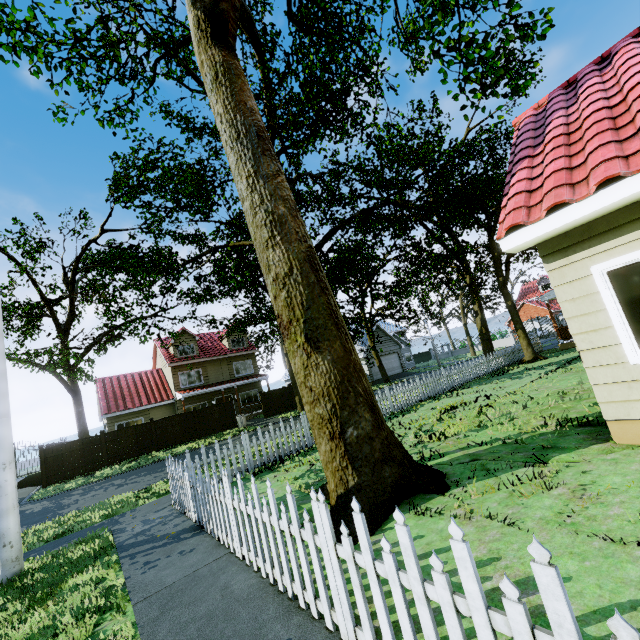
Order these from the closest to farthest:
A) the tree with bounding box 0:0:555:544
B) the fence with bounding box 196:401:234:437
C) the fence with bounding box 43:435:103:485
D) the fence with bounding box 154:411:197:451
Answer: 1. the tree with bounding box 0:0:555:544
2. the fence with bounding box 43:435:103:485
3. the fence with bounding box 154:411:197:451
4. the fence with bounding box 196:401:234:437

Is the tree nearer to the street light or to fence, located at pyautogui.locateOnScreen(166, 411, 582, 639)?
fence, located at pyautogui.locateOnScreen(166, 411, 582, 639)

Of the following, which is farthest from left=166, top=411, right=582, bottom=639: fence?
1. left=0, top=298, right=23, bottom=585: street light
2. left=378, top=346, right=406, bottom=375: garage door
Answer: left=378, top=346, right=406, bottom=375: garage door

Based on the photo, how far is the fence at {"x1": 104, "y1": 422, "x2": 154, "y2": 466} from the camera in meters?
20.1 m

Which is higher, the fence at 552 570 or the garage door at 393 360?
the garage door at 393 360

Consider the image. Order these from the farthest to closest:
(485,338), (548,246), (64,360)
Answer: (485,338) < (64,360) < (548,246)

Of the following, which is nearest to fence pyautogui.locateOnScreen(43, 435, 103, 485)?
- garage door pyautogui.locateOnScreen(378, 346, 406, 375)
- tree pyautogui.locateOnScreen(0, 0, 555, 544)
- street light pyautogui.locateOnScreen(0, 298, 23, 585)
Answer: tree pyautogui.locateOnScreen(0, 0, 555, 544)

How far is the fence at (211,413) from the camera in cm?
2348
